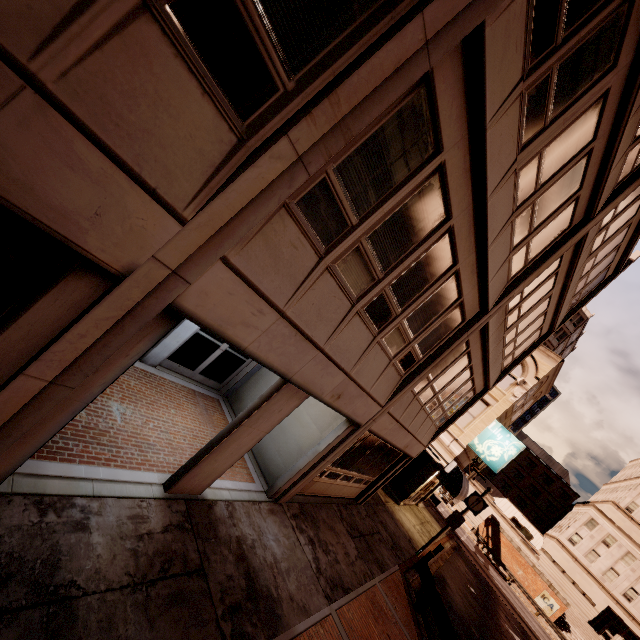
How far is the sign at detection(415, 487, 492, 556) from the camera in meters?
15.2

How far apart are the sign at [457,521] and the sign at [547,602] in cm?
3594

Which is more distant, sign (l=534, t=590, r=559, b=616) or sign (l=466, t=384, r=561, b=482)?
sign (l=534, t=590, r=559, b=616)

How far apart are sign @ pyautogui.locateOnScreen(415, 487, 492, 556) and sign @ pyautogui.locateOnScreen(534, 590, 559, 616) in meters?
35.9 m

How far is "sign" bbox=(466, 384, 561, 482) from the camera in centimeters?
1855cm

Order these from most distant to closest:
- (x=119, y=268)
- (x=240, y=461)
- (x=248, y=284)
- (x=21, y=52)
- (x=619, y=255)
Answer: (x=619, y=255)
(x=240, y=461)
(x=248, y=284)
(x=119, y=268)
(x=21, y=52)

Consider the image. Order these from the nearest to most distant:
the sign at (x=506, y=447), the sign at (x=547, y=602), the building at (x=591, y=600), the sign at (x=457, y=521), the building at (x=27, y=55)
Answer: the building at (x=27, y=55) → the sign at (x=457, y=521) → the sign at (x=506, y=447) → the sign at (x=547, y=602) → the building at (x=591, y=600)

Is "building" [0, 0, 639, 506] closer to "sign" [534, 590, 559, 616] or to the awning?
the awning
